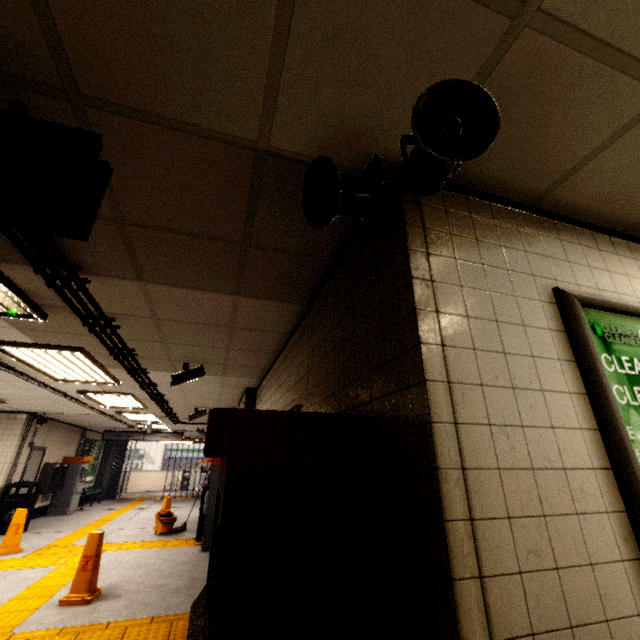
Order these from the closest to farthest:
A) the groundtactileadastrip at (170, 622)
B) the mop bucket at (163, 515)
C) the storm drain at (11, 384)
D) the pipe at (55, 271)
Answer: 1. the pipe at (55, 271)
2. the groundtactileadastrip at (170, 622)
3. the storm drain at (11, 384)
4. the mop bucket at (163, 515)

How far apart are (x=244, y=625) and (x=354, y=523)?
0.5m

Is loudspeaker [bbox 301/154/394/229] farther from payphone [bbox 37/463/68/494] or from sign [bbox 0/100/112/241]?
payphone [bbox 37/463/68/494]

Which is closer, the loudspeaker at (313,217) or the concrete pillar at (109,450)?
the loudspeaker at (313,217)

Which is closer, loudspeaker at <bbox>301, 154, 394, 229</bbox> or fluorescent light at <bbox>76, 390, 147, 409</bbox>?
loudspeaker at <bbox>301, 154, 394, 229</bbox>

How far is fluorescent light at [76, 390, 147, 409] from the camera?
6.5 meters

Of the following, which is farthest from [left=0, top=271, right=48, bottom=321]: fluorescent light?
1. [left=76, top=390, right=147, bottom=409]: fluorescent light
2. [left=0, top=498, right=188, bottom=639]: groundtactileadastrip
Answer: [left=76, top=390, right=147, bottom=409]: fluorescent light

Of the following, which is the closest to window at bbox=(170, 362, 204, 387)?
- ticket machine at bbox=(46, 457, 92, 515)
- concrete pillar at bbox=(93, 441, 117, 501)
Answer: ticket machine at bbox=(46, 457, 92, 515)
